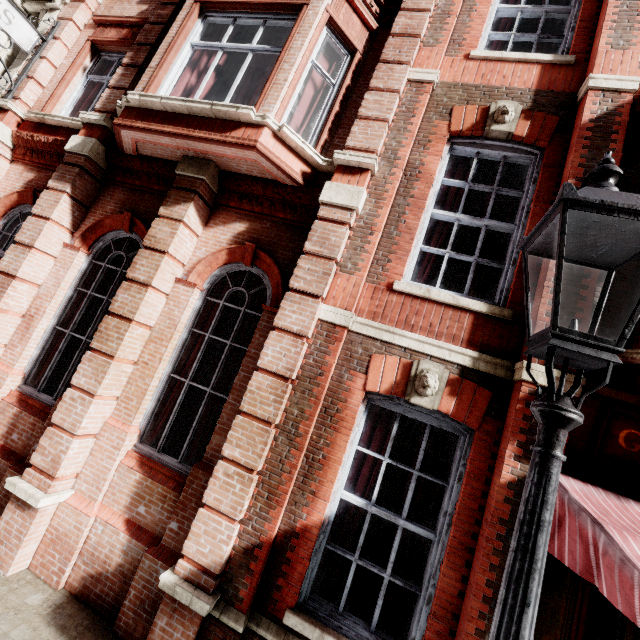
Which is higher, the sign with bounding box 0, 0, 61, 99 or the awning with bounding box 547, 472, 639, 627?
the sign with bounding box 0, 0, 61, 99

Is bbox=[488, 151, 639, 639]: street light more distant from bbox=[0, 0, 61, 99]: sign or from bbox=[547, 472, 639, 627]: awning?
bbox=[0, 0, 61, 99]: sign

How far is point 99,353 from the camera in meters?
4.5

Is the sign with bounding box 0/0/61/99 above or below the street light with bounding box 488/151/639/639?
above

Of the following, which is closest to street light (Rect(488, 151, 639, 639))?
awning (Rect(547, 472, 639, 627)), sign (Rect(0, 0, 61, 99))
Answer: awning (Rect(547, 472, 639, 627))

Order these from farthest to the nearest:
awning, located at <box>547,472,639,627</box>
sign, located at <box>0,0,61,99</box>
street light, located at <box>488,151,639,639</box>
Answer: sign, located at <box>0,0,61,99</box>
awning, located at <box>547,472,639,627</box>
street light, located at <box>488,151,639,639</box>

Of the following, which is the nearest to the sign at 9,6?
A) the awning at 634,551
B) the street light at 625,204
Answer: the street light at 625,204

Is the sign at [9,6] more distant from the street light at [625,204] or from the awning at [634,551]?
the awning at [634,551]
